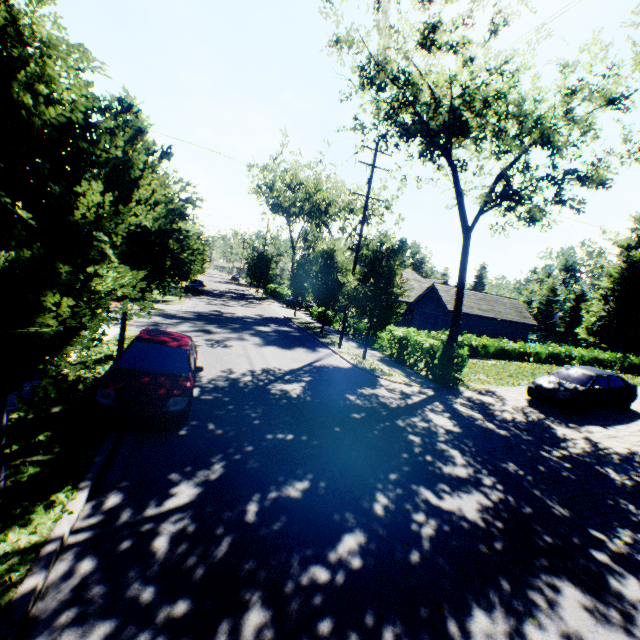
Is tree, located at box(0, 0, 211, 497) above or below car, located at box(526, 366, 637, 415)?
above

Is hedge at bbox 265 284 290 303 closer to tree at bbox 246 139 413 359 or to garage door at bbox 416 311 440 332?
tree at bbox 246 139 413 359

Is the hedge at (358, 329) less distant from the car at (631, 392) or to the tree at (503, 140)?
the tree at (503, 140)

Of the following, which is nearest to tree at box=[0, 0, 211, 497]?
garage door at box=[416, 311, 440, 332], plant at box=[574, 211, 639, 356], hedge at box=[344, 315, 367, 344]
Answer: plant at box=[574, 211, 639, 356]

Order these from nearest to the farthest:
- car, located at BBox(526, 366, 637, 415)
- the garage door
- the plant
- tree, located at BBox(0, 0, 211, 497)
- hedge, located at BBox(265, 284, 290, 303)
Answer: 1. tree, located at BBox(0, 0, 211, 497)
2. car, located at BBox(526, 366, 637, 415)
3. the garage door
4. the plant
5. hedge, located at BBox(265, 284, 290, 303)

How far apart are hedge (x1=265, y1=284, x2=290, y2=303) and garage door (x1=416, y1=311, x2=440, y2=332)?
22.2 meters

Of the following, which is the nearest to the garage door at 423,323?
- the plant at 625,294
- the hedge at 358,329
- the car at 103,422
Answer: the hedge at 358,329

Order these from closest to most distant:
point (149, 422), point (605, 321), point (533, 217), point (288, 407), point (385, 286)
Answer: point (149, 422)
point (288, 407)
point (385, 286)
point (533, 217)
point (605, 321)
